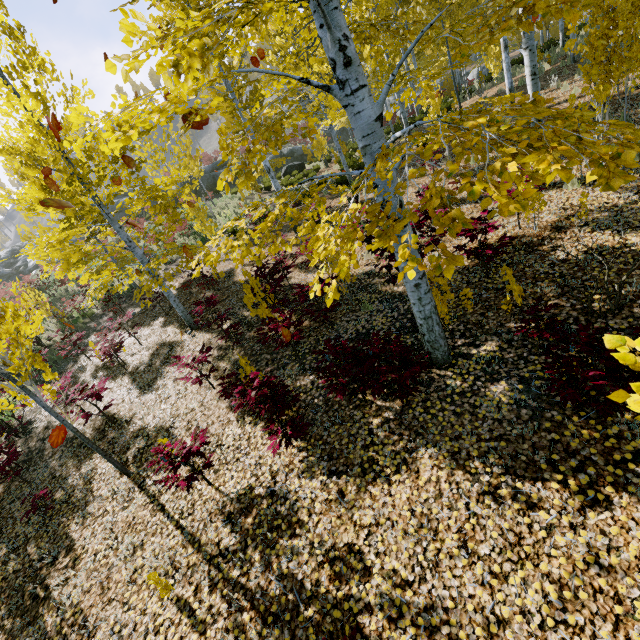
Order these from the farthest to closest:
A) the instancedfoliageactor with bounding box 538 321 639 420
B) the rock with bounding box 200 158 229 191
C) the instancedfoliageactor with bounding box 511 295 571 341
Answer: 1. the rock with bounding box 200 158 229 191
2. the instancedfoliageactor with bounding box 511 295 571 341
3. the instancedfoliageactor with bounding box 538 321 639 420

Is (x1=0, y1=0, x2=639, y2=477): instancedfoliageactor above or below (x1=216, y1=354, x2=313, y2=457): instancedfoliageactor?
above

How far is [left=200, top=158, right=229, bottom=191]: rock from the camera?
27.8m

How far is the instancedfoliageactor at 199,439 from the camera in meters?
4.2 m

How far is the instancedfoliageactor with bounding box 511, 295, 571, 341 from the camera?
3.1m

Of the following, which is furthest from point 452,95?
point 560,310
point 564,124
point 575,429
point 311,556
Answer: point 311,556
